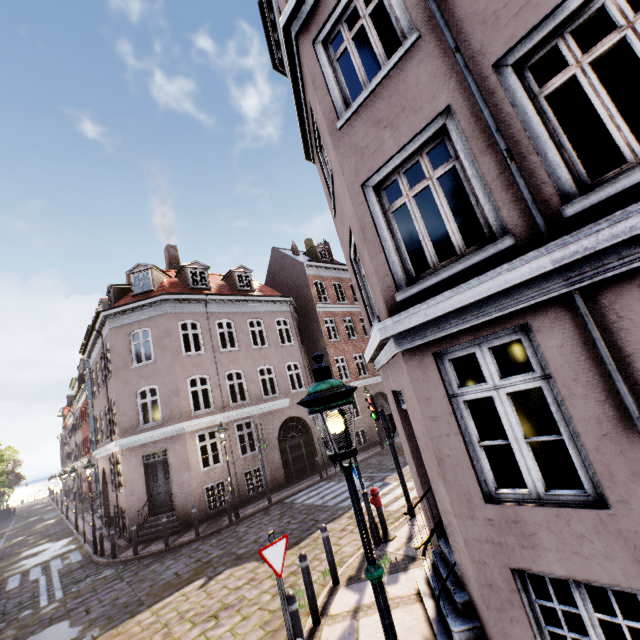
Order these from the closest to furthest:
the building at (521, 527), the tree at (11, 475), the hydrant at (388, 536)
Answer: the building at (521, 527)
the hydrant at (388, 536)
the tree at (11, 475)

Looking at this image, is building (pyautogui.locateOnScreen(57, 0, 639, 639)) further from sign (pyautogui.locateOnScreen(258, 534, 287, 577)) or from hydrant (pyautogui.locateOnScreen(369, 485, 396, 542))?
sign (pyautogui.locateOnScreen(258, 534, 287, 577))

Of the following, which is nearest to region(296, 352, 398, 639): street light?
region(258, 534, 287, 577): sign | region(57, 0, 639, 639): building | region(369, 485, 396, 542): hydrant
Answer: region(369, 485, 396, 542): hydrant

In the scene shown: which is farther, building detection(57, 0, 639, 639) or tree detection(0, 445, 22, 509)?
tree detection(0, 445, 22, 509)

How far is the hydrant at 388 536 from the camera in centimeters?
797cm

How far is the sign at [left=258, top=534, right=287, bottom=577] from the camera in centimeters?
461cm

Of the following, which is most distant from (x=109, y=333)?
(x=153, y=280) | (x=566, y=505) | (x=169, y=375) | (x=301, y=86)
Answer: (x=566, y=505)

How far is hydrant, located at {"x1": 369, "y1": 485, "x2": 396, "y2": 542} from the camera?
7.97m
